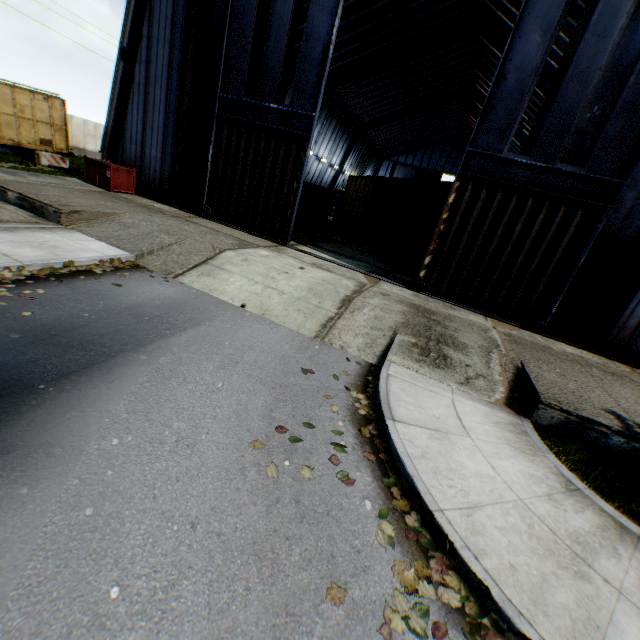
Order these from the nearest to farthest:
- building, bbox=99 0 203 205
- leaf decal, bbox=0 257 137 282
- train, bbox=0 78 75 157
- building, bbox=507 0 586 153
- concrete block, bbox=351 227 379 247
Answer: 1. leaf decal, bbox=0 257 137 282
2. building, bbox=99 0 203 205
3. building, bbox=507 0 586 153
4. train, bbox=0 78 75 157
5. concrete block, bbox=351 227 379 247

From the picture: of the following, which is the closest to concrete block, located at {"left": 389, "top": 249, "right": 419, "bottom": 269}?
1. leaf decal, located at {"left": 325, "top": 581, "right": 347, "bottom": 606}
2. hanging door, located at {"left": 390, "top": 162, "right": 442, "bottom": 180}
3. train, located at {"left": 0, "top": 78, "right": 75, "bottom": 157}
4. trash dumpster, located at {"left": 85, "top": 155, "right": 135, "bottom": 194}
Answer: trash dumpster, located at {"left": 85, "top": 155, "right": 135, "bottom": 194}

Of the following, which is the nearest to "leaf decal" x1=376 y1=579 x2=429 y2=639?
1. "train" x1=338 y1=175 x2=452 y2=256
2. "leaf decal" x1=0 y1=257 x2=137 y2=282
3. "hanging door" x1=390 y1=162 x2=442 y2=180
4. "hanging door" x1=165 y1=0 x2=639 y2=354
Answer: "leaf decal" x1=0 y1=257 x2=137 y2=282

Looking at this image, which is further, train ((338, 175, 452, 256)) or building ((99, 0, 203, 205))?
train ((338, 175, 452, 256))

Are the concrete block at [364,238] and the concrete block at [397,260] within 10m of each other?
yes

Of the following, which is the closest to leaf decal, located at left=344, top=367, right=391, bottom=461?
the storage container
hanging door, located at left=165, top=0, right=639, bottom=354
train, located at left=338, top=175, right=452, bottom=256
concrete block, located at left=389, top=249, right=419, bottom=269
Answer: hanging door, located at left=165, top=0, right=639, bottom=354

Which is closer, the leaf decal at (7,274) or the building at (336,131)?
the leaf decal at (7,274)

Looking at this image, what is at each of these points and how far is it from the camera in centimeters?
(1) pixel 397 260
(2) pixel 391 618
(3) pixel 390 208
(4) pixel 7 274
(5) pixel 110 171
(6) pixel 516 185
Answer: (1) concrete block, 1683cm
(2) leaf decal, 277cm
(3) train, 1869cm
(4) leaf decal, 650cm
(5) trash dumpster, 1468cm
(6) hanging door, 1045cm
